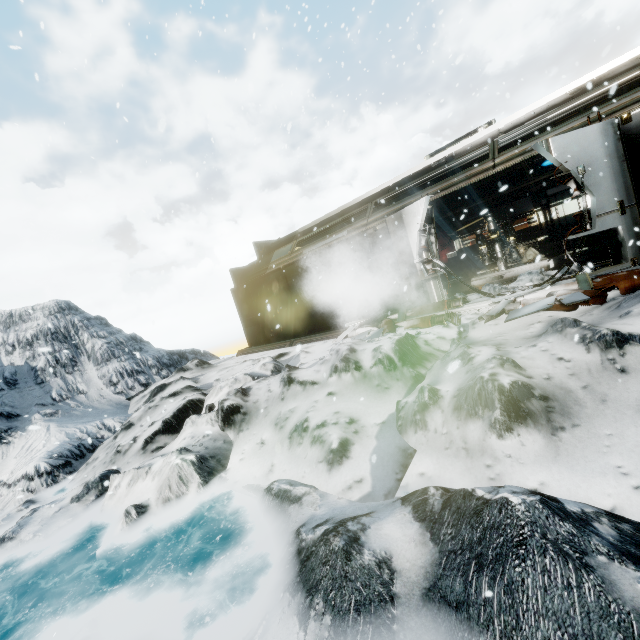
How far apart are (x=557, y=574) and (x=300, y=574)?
2.0m

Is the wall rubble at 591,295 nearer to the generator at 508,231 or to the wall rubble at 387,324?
the wall rubble at 387,324

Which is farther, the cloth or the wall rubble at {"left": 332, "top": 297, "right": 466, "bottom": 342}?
the cloth

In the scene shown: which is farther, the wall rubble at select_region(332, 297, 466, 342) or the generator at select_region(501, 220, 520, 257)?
the generator at select_region(501, 220, 520, 257)

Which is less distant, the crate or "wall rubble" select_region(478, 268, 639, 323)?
"wall rubble" select_region(478, 268, 639, 323)

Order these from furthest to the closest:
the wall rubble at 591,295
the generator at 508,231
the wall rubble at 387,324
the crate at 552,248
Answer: the generator at 508,231
the crate at 552,248
the wall rubble at 387,324
the wall rubble at 591,295

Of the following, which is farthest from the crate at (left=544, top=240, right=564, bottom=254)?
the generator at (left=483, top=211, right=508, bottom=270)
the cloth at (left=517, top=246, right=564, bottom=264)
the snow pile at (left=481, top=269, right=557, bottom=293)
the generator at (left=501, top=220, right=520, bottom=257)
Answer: the snow pile at (left=481, top=269, right=557, bottom=293)

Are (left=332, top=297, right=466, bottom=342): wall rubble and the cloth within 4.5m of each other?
no
